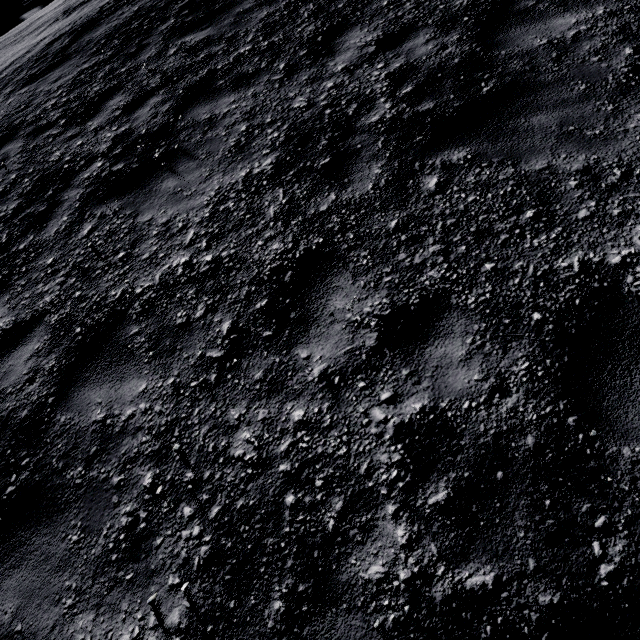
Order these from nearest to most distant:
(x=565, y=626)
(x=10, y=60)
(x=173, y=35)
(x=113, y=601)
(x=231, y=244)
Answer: (x=565, y=626) < (x=113, y=601) < (x=231, y=244) < (x=173, y=35) < (x=10, y=60)
